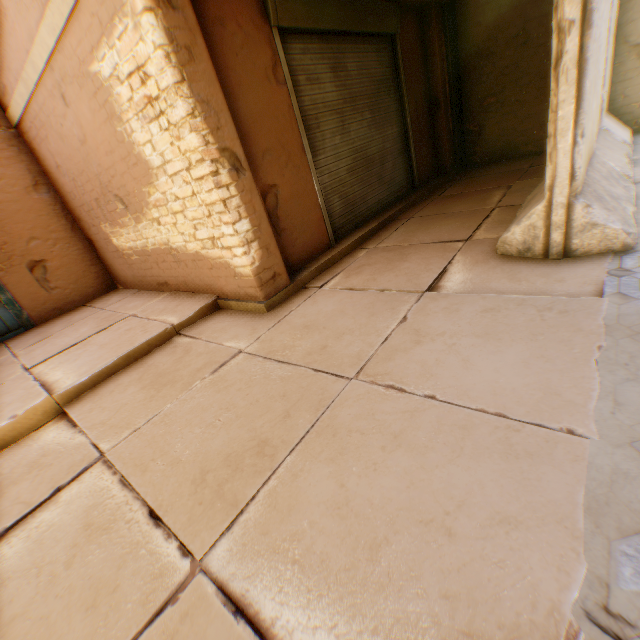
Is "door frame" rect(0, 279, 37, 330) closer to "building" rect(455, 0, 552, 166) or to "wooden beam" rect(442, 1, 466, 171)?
"building" rect(455, 0, 552, 166)

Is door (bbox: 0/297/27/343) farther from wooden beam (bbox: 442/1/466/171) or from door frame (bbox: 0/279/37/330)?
wooden beam (bbox: 442/1/466/171)

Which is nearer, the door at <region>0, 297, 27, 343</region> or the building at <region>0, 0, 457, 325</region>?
the building at <region>0, 0, 457, 325</region>

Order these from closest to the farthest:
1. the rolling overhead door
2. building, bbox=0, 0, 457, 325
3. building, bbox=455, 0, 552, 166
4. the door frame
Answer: building, bbox=0, 0, 457, 325 → the rolling overhead door → the door frame → building, bbox=455, 0, 552, 166

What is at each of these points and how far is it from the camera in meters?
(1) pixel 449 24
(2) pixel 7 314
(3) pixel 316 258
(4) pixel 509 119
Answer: (1) wooden beam, 6.8
(2) door, 5.7
(3) building, 4.7
(4) building, 7.3

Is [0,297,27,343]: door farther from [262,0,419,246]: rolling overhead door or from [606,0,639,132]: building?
[262,0,419,246]: rolling overhead door

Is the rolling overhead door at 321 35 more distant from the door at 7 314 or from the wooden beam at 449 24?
the door at 7 314

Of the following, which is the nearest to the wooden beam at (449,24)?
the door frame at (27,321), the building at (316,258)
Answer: the building at (316,258)
